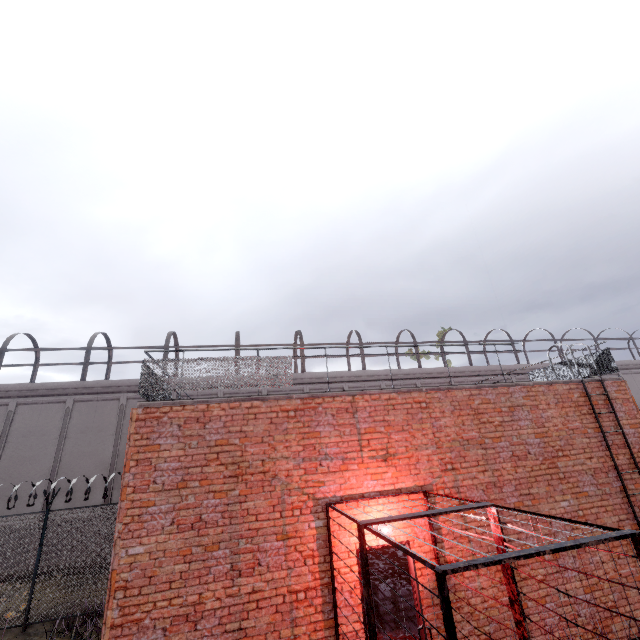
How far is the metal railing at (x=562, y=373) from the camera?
10.2m

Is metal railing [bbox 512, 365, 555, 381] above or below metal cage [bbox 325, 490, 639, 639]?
above

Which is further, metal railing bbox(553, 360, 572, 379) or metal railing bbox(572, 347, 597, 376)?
metal railing bbox(553, 360, 572, 379)

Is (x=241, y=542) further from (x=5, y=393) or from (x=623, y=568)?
(x=5, y=393)

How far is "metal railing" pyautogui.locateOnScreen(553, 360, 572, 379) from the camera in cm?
1019

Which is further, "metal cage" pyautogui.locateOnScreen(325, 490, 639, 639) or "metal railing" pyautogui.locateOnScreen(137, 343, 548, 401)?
"metal railing" pyautogui.locateOnScreen(137, 343, 548, 401)

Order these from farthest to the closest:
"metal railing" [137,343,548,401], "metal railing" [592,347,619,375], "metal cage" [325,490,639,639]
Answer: Answer: "metal railing" [592,347,619,375], "metal railing" [137,343,548,401], "metal cage" [325,490,639,639]

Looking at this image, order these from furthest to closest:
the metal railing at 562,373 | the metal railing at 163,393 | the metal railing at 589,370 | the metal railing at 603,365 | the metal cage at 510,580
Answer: the metal railing at 562,373, the metal railing at 589,370, the metal railing at 603,365, the metal railing at 163,393, the metal cage at 510,580
